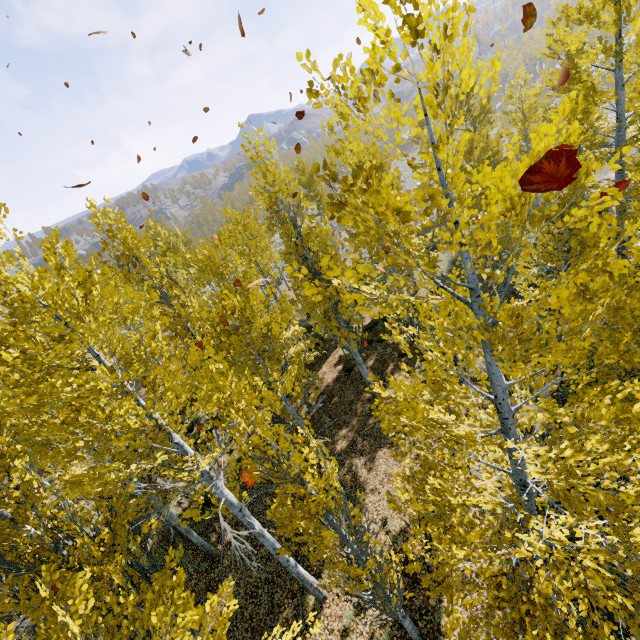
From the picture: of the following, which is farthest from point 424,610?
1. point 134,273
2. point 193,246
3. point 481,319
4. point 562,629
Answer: point 193,246
